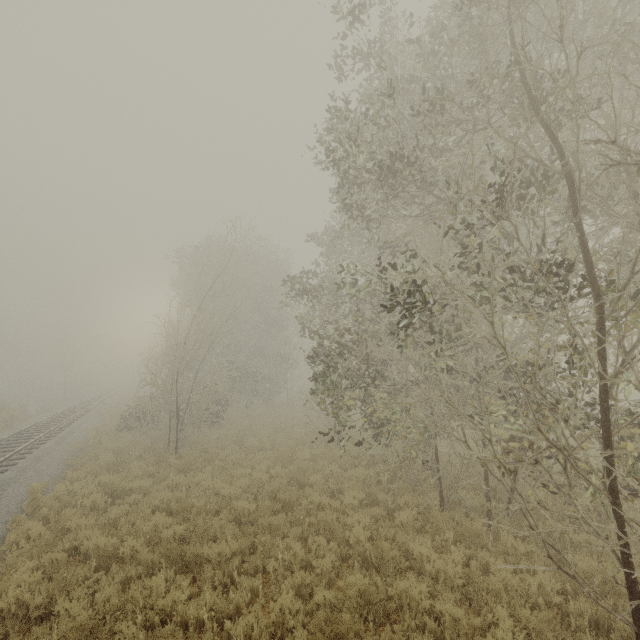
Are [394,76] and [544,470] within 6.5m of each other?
no
